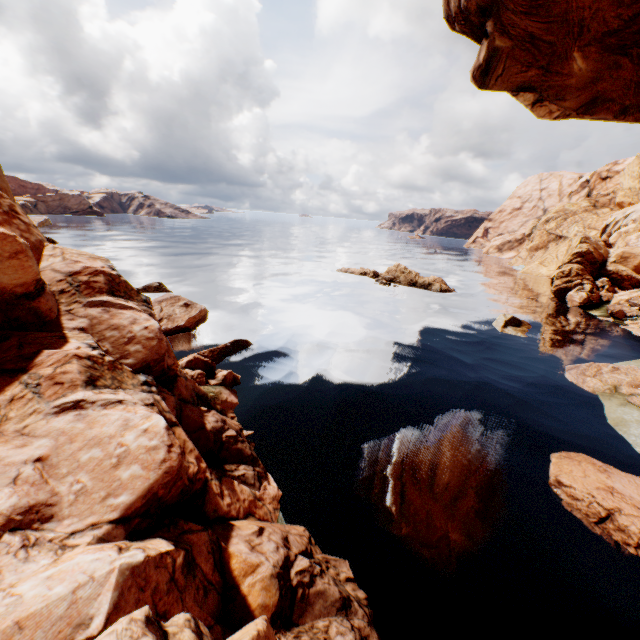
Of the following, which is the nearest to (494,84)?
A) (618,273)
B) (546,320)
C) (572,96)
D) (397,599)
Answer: (572,96)

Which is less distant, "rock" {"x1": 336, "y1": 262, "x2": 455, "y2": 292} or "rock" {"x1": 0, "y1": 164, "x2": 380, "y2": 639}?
"rock" {"x1": 0, "y1": 164, "x2": 380, "y2": 639}

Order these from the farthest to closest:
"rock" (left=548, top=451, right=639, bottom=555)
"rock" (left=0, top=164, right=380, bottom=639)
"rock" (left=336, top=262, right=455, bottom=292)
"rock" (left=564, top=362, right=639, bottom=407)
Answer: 1. "rock" (left=336, top=262, right=455, bottom=292)
2. "rock" (left=564, top=362, right=639, bottom=407)
3. "rock" (left=548, top=451, right=639, bottom=555)
4. "rock" (left=0, top=164, right=380, bottom=639)

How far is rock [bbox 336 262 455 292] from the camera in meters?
41.4

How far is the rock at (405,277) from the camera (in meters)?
41.44
